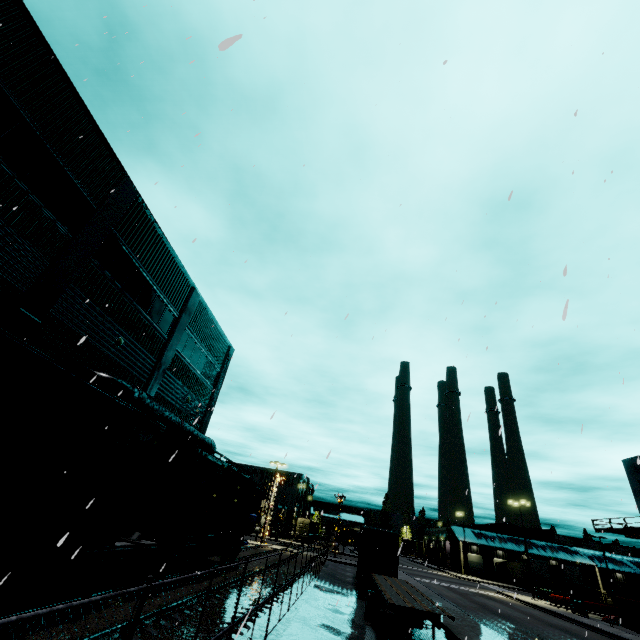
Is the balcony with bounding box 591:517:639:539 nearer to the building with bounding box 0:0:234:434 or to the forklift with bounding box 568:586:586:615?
the building with bounding box 0:0:234:434

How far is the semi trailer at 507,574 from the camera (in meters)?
53.38

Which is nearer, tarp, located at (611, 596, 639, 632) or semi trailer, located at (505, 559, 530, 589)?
tarp, located at (611, 596, 639, 632)

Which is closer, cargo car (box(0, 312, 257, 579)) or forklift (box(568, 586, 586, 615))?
cargo car (box(0, 312, 257, 579))

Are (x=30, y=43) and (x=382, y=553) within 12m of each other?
no

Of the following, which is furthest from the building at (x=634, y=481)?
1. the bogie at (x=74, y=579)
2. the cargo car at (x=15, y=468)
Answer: the bogie at (x=74, y=579)

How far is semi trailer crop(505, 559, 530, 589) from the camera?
53.4 meters

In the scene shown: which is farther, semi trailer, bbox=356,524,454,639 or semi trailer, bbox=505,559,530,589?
semi trailer, bbox=505,559,530,589
